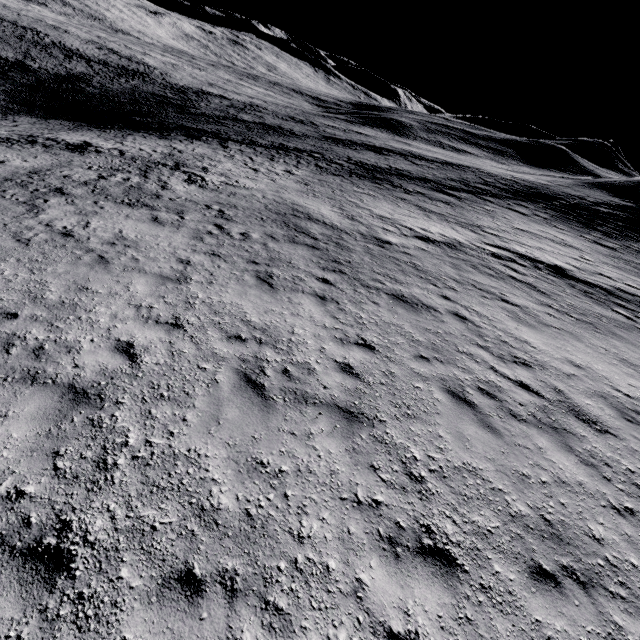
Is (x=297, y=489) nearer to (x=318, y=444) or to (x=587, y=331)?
(x=318, y=444)
